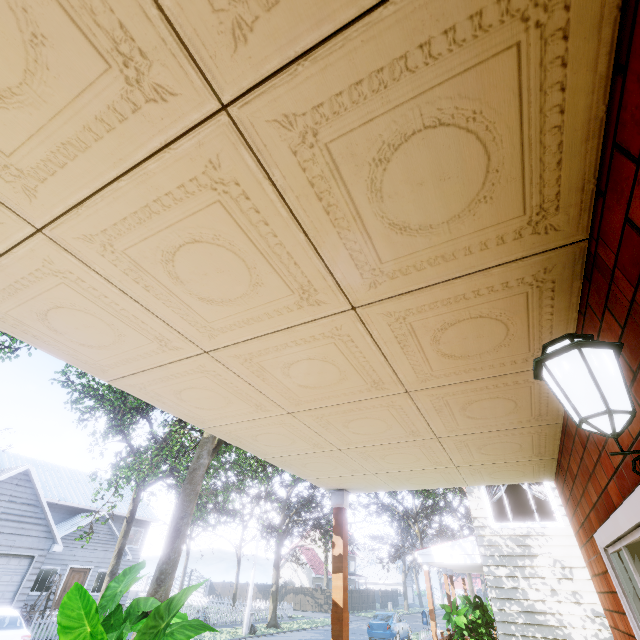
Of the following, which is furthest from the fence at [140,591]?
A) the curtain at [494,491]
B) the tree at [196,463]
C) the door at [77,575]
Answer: the door at [77,575]

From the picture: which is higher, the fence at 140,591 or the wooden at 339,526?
the wooden at 339,526

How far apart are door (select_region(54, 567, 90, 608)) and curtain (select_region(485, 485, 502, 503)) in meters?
26.5

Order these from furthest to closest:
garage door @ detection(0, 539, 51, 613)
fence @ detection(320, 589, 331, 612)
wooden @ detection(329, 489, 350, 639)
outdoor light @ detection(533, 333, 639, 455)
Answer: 1. fence @ detection(320, 589, 331, 612)
2. garage door @ detection(0, 539, 51, 613)
3. wooden @ detection(329, 489, 350, 639)
4. outdoor light @ detection(533, 333, 639, 455)

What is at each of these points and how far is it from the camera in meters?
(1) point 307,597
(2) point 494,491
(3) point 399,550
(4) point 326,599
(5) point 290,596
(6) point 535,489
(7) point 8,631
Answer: (1) fence, 39.6 m
(2) curtain, 10.9 m
(3) tree, 26.3 m
(4) fence, 38.6 m
(5) fence, 40.5 m
(6) curtain, 10.4 m
(7) car, 10.6 m

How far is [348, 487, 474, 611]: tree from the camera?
24.5m

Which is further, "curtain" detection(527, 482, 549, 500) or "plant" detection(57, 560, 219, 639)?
"curtain" detection(527, 482, 549, 500)

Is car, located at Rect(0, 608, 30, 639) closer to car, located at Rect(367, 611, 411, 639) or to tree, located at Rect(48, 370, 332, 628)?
tree, located at Rect(48, 370, 332, 628)
